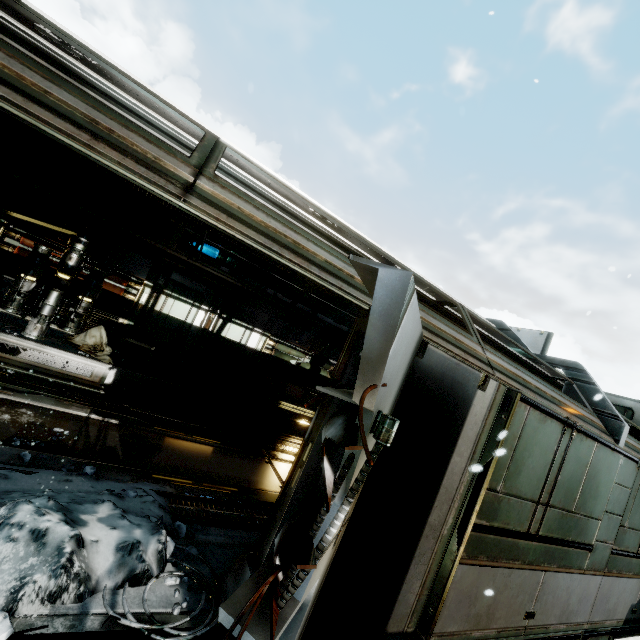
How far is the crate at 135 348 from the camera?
8.1m

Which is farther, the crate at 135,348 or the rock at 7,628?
the crate at 135,348

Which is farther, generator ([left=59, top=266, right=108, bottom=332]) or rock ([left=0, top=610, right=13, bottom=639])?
generator ([left=59, top=266, right=108, bottom=332])

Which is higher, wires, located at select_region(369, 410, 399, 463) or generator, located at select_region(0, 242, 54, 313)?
wires, located at select_region(369, 410, 399, 463)

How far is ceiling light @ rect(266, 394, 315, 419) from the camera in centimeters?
990cm

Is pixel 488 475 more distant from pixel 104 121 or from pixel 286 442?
pixel 286 442

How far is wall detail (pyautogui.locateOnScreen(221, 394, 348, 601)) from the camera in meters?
2.6 m

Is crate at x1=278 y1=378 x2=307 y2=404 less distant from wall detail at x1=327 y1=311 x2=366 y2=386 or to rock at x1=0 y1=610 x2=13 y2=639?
wall detail at x1=327 y1=311 x2=366 y2=386
